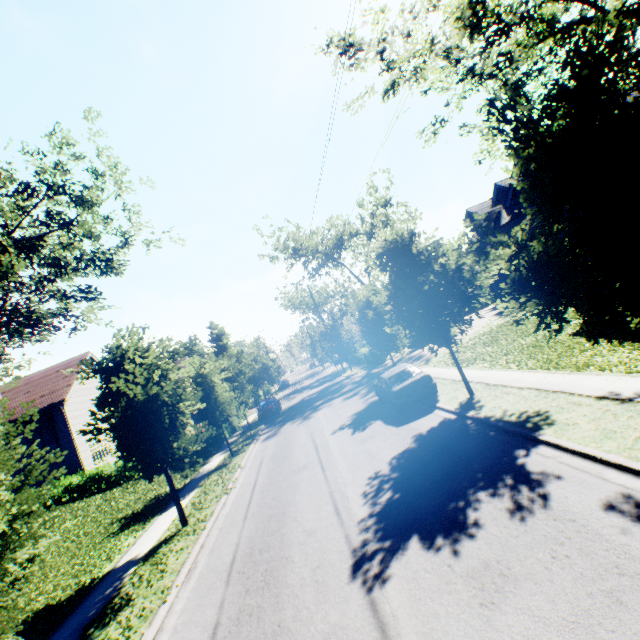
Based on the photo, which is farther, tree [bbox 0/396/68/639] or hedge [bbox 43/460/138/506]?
hedge [bbox 43/460/138/506]

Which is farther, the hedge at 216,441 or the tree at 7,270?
the hedge at 216,441

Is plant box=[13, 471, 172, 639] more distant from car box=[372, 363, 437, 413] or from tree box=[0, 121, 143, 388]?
car box=[372, 363, 437, 413]

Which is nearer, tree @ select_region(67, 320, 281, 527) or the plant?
the plant

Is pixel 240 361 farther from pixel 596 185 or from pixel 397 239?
pixel 596 185

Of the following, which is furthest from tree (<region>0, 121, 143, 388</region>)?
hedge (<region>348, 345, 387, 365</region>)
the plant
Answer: hedge (<region>348, 345, 387, 365</region>)

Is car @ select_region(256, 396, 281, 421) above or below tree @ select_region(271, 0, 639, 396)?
below

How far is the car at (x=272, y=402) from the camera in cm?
2802
